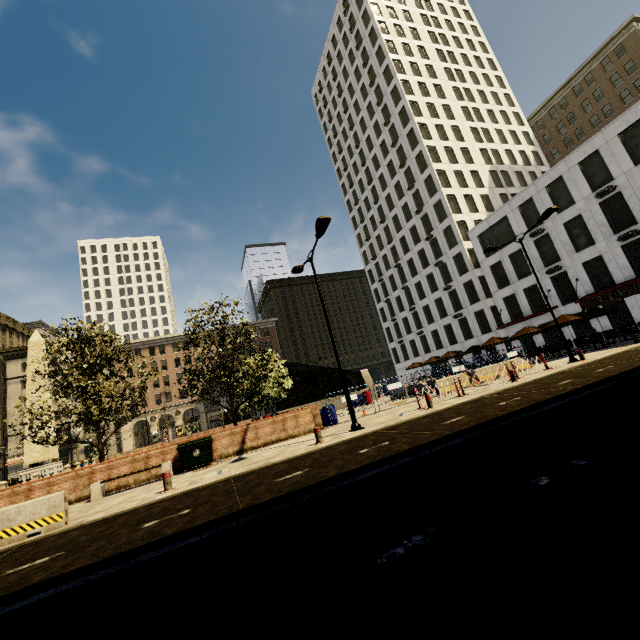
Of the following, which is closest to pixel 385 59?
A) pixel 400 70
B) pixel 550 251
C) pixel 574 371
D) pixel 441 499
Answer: pixel 400 70

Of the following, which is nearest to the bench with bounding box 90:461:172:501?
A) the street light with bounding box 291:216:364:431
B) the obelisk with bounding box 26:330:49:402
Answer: the street light with bounding box 291:216:364:431

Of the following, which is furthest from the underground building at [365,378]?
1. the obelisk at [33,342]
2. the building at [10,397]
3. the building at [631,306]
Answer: the building at [10,397]

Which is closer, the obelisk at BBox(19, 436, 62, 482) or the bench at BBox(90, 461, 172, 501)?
the bench at BBox(90, 461, 172, 501)

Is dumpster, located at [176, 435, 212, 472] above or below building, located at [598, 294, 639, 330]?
below

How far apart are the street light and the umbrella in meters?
18.3 m

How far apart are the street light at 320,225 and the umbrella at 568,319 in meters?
18.3

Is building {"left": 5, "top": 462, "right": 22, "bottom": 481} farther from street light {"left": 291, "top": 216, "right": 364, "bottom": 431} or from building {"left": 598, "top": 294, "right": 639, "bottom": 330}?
street light {"left": 291, "top": 216, "right": 364, "bottom": 431}
